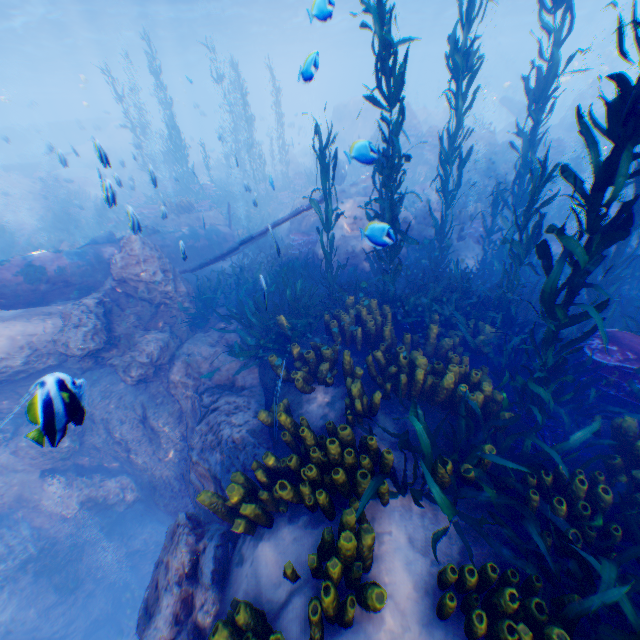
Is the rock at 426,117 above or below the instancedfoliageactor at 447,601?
above

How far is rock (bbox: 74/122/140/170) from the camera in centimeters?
518cm

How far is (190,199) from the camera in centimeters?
1750cm

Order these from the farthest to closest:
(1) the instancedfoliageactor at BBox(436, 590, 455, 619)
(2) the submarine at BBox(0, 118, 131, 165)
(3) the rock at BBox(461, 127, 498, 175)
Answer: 1. (2) the submarine at BBox(0, 118, 131, 165)
2. (3) the rock at BBox(461, 127, 498, 175)
3. (1) the instancedfoliageactor at BBox(436, 590, 455, 619)

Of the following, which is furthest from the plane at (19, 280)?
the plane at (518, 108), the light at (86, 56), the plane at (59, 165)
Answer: the plane at (518, 108)

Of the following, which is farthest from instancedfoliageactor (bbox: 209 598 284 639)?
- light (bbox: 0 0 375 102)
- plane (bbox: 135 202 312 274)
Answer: light (bbox: 0 0 375 102)

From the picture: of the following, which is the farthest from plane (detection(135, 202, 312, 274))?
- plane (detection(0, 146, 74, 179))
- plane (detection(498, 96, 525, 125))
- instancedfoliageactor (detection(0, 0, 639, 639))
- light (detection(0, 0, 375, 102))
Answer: plane (detection(498, 96, 525, 125))
